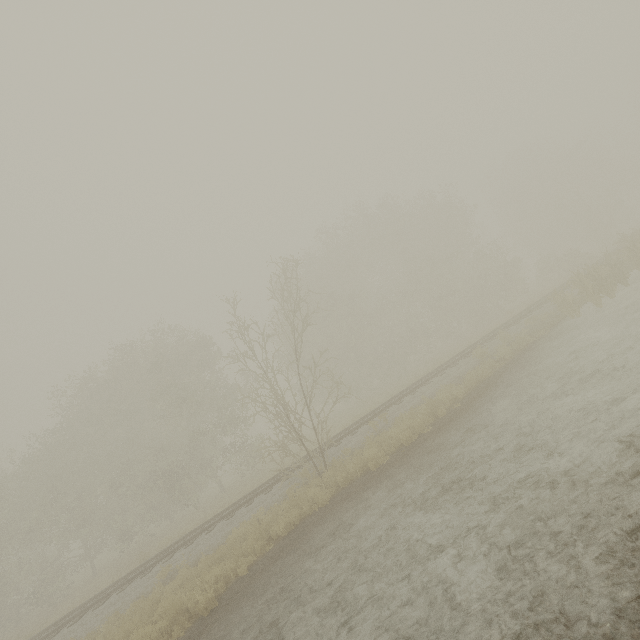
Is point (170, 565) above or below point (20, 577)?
below
